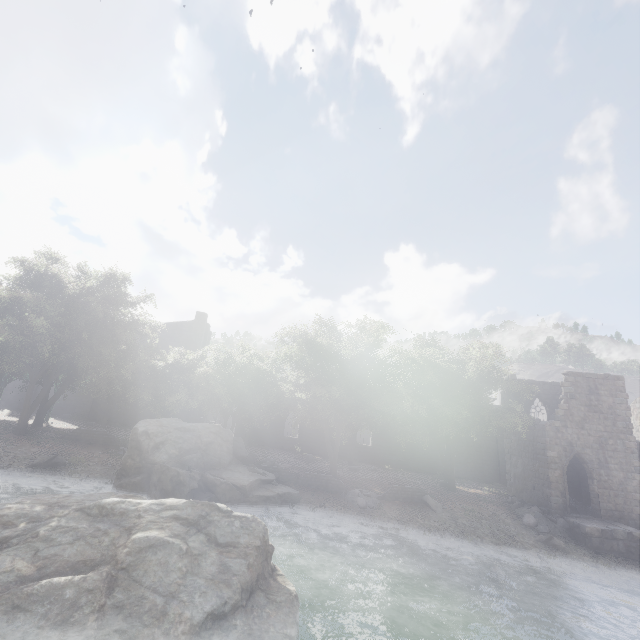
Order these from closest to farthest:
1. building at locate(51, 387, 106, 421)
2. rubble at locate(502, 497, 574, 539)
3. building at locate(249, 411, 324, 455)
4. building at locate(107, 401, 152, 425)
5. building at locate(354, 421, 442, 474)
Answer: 1. rubble at locate(502, 497, 574, 539)
2. building at locate(51, 387, 106, 421)
3. building at locate(107, 401, 152, 425)
4. building at locate(354, 421, 442, 474)
5. building at locate(249, 411, 324, 455)

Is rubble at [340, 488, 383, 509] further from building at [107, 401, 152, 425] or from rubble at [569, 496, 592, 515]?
rubble at [569, 496, 592, 515]

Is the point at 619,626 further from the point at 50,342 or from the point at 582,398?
the point at 50,342

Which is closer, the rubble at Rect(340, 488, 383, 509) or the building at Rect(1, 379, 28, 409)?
the rubble at Rect(340, 488, 383, 509)

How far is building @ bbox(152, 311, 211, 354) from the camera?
37.4m

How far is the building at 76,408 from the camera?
32.9 meters

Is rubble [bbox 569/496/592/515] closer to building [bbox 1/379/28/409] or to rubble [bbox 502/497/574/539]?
building [bbox 1/379/28/409]

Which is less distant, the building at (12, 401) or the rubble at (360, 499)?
the rubble at (360, 499)
